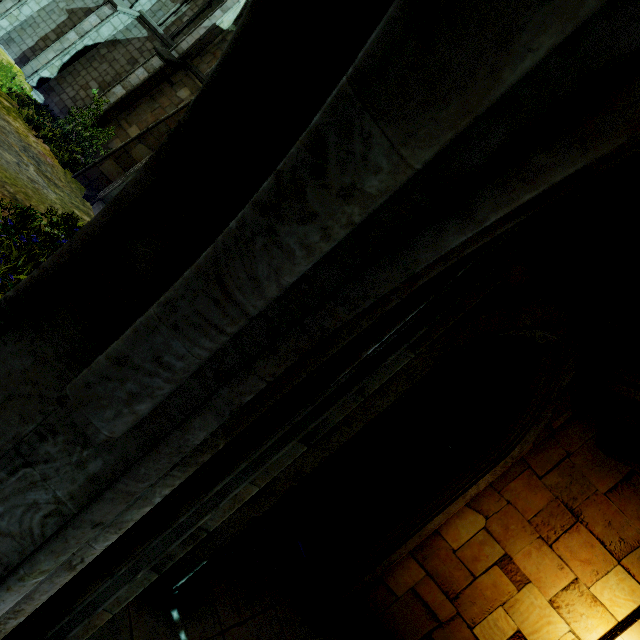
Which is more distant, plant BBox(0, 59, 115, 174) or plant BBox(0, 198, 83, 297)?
plant BBox(0, 59, 115, 174)

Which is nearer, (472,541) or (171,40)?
(472,541)

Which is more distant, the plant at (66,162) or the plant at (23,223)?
the plant at (66,162)
